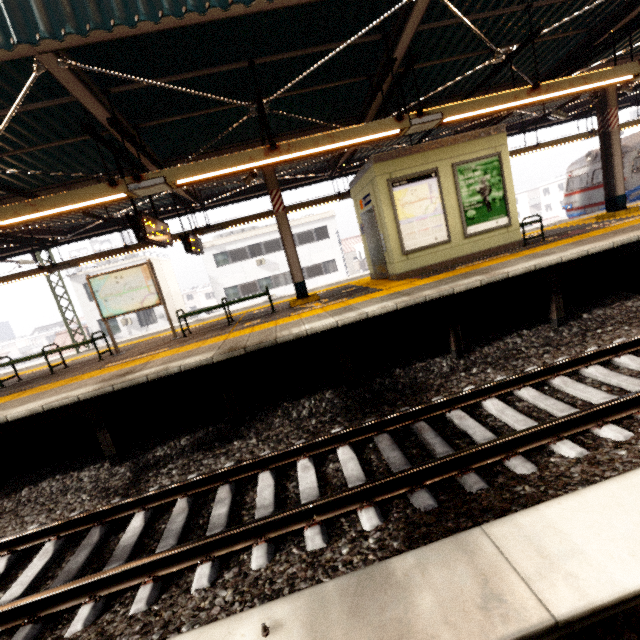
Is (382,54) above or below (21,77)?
below

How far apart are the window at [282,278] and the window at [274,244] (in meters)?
1.73

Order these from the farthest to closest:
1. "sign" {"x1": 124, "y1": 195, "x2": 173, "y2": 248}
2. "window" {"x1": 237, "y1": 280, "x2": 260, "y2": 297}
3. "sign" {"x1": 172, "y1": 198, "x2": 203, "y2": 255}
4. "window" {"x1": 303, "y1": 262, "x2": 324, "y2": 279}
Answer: "window" {"x1": 303, "y1": 262, "x2": 324, "y2": 279}, "window" {"x1": 237, "y1": 280, "x2": 260, "y2": 297}, "sign" {"x1": 172, "y1": 198, "x2": 203, "y2": 255}, "sign" {"x1": 124, "y1": 195, "x2": 173, "y2": 248}

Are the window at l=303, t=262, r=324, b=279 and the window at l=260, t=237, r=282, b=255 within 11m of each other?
yes

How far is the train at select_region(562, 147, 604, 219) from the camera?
14.8m

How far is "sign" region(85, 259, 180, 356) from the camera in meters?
7.8 m

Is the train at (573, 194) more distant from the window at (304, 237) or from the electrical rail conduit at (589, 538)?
the window at (304, 237)

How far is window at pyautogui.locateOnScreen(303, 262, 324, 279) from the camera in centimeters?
2859cm
